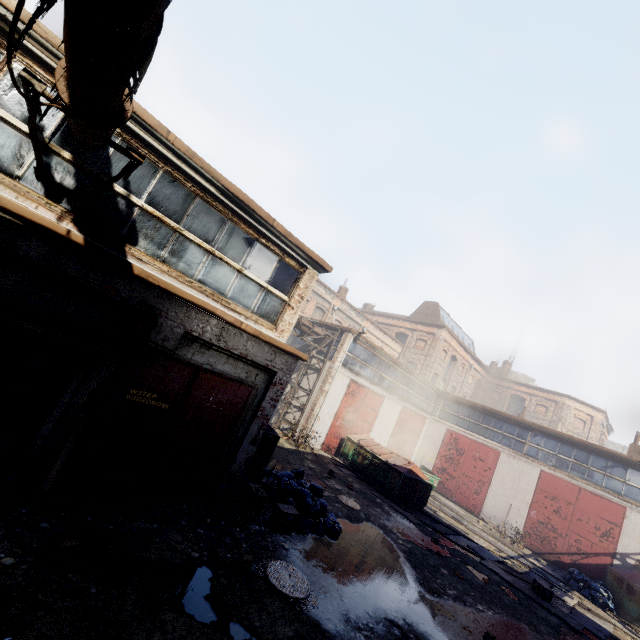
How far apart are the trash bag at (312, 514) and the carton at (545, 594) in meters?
7.9

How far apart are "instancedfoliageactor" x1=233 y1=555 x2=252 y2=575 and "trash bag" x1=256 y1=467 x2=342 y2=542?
2.4 meters

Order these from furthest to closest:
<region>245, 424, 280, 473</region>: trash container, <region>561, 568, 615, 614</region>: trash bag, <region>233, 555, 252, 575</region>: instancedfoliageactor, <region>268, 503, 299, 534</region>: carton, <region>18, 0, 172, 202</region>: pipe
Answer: <region>561, 568, 615, 614</region>: trash bag → <region>245, 424, 280, 473</region>: trash container → <region>268, 503, 299, 534</region>: carton → <region>233, 555, 252, 575</region>: instancedfoliageactor → <region>18, 0, 172, 202</region>: pipe

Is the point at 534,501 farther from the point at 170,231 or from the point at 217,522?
the point at 170,231

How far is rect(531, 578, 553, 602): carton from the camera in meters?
10.6 m

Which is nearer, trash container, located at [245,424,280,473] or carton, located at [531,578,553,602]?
trash container, located at [245,424,280,473]

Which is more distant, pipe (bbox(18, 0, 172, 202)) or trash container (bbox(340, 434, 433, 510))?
trash container (bbox(340, 434, 433, 510))

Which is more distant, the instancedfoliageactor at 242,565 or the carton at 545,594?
the carton at 545,594
